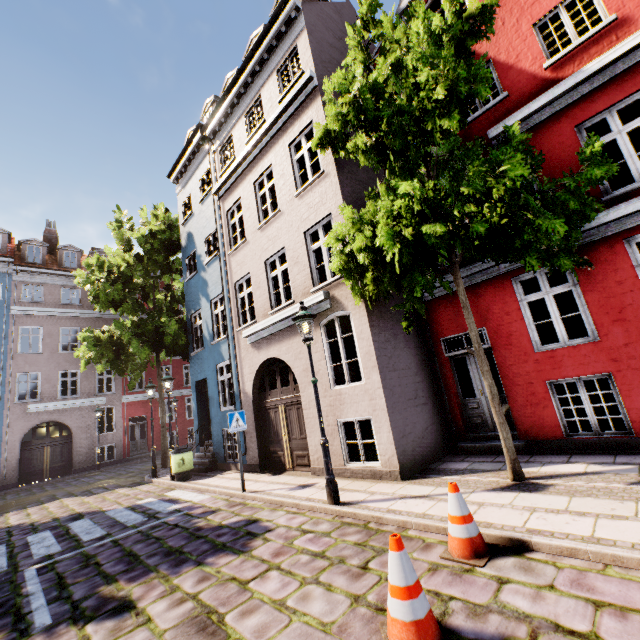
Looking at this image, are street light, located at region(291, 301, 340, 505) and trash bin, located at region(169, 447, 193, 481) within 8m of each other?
yes

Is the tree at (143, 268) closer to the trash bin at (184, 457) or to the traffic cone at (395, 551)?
the trash bin at (184, 457)

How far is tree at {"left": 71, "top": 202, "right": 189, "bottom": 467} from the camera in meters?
13.4 m

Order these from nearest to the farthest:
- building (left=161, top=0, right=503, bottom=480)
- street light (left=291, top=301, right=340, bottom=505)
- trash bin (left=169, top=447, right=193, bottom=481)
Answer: street light (left=291, top=301, right=340, bottom=505)
building (left=161, top=0, right=503, bottom=480)
trash bin (left=169, top=447, right=193, bottom=481)

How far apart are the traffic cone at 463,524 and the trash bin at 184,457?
9.6 meters

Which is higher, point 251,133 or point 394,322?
point 251,133

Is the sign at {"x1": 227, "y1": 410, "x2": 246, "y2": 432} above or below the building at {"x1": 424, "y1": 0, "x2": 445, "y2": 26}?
below

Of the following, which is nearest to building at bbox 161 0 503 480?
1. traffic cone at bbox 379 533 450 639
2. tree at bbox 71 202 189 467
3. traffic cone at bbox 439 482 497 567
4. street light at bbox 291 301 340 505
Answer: tree at bbox 71 202 189 467
